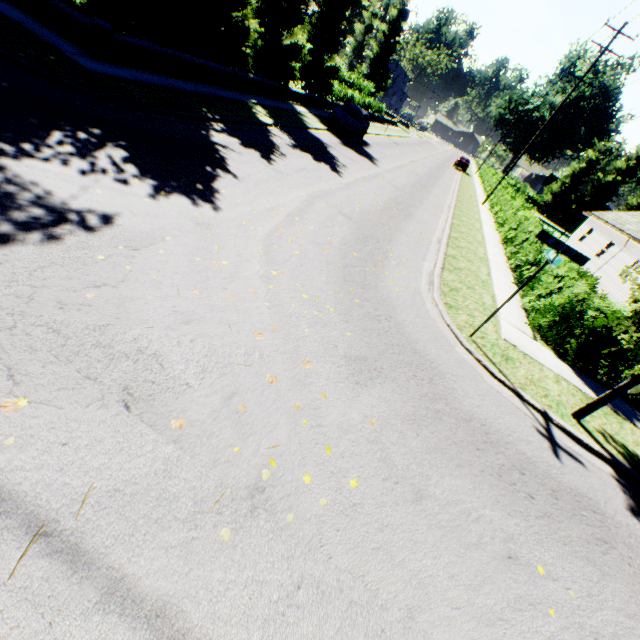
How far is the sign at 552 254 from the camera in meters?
5.7 m

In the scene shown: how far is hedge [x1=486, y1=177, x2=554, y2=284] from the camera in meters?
12.5

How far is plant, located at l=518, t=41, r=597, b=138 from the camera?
52.6 meters

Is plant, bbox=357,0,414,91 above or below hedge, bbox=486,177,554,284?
above

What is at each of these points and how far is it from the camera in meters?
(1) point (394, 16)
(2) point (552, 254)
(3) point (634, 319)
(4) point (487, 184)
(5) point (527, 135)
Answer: (1) plant, 53.7 m
(2) sign, 5.9 m
(3) tree, 5.4 m
(4) hedge, 36.0 m
(5) plant, 59.7 m

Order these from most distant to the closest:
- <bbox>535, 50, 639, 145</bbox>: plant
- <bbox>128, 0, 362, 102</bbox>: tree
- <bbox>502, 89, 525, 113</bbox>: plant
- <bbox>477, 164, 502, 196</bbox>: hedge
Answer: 1. <bbox>502, 89, 525, 113</bbox>: plant
2. <bbox>535, 50, 639, 145</bbox>: plant
3. <bbox>477, 164, 502, 196</bbox>: hedge
4. <bbox>128, 0, 362, 102</bbox>: tree

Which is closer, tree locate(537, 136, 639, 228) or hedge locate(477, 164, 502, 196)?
hedge locate(477, 164, 502, 196)

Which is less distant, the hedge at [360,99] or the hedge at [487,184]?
the hedge at [360,99]
